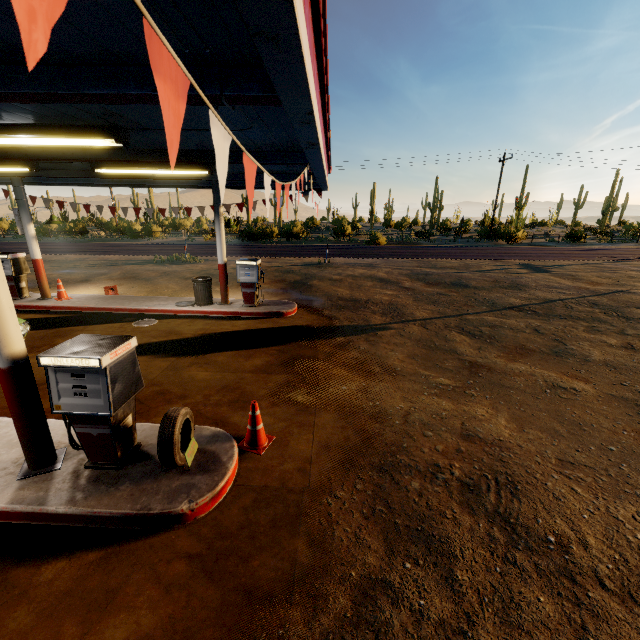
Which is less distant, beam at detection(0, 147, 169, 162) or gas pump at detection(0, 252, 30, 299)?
beam at detection(0, 147, 169, 162)

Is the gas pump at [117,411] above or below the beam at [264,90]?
below

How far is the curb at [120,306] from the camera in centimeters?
1031cm

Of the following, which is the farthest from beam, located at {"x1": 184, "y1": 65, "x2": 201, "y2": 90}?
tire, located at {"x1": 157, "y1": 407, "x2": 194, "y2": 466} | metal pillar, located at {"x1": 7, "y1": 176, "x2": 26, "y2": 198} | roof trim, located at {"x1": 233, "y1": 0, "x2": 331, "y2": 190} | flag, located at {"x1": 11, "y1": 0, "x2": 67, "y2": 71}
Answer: metal pillar, located at {"x1": 7, "y1": 176, "x2": 26, "y2": 198}

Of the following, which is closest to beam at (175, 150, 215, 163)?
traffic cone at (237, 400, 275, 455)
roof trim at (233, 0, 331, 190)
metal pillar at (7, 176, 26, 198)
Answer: roof trim at (233, 0, 331, 190)

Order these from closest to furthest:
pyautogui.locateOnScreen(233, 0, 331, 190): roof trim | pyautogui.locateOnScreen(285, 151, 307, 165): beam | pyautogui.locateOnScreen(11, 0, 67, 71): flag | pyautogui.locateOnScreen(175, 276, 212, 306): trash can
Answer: pyautogui.locateOnScreen(11, 0, 67, 71): flag
pyautogui.locateOnScreen(233, 0, 331, 190): roof trim
pyautogui.locateOnScreen(285, 151, 307, 165): beam
pyautogui.locateOnScreen(175, 276, 212, 306): trash can

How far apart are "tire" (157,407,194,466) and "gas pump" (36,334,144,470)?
0.47m

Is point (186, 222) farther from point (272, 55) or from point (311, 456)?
point (272, 55)
